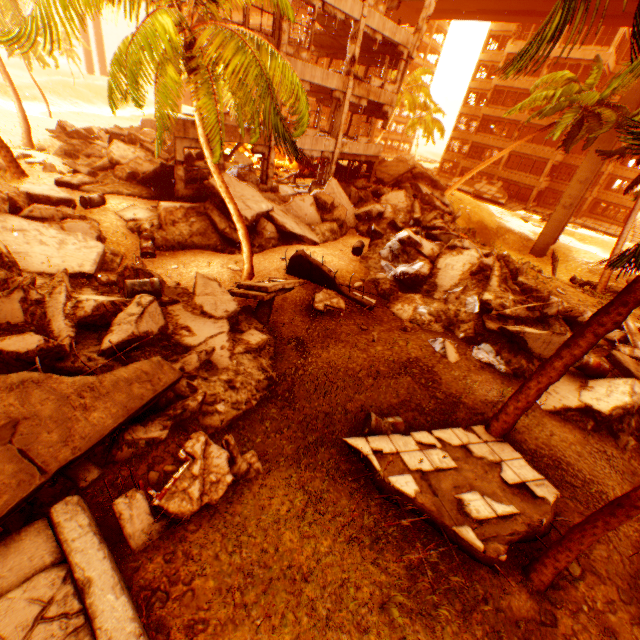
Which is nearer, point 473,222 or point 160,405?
point 160,405

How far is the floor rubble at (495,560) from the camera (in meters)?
5.38

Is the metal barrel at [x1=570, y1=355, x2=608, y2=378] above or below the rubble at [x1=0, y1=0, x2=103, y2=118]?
below

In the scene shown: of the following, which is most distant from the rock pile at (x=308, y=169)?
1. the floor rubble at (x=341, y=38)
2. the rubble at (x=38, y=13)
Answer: the floor rubble at (x=341, y=38)

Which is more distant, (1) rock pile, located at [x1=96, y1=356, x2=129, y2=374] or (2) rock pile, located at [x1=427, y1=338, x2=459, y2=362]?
(2) rock pile, located at [x1=427, y1=338, x2=459, y2=362]

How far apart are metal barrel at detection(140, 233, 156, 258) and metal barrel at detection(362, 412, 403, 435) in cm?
955

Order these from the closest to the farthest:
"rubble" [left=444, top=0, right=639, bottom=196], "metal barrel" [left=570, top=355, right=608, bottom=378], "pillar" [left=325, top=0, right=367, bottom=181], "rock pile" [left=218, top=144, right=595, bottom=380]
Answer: "rubble" [left=444, top=0, right=639, bottom=196], "metal barrel" [left=570, top=355, right=608, bottom=378], "rock pile" [left=218, top=144, right=595, bottom=380], "pillar" [left=325, top=0, right=367, bottom=181]

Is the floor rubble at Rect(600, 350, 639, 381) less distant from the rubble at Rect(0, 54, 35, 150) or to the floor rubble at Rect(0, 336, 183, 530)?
the rubble at Rect(0, 54, 35, 150)
